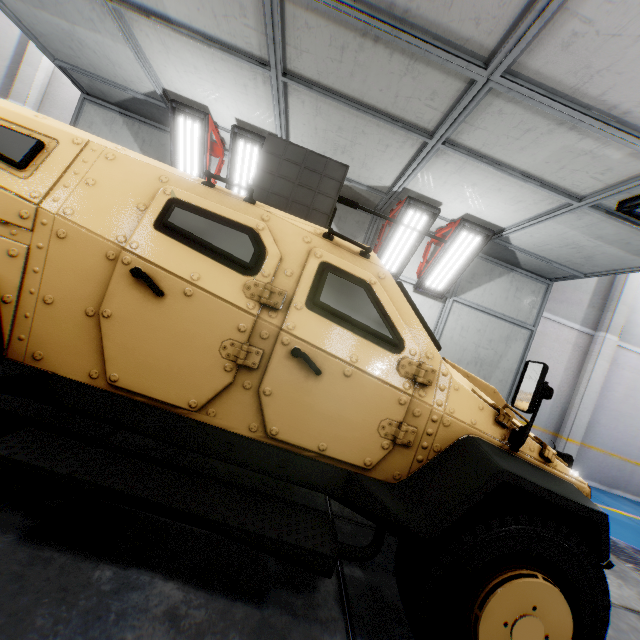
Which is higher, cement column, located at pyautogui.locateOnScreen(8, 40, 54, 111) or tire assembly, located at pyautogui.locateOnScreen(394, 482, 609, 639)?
cement column, located at pyautogui.locateOnScreen(8, 40, 54, 111)

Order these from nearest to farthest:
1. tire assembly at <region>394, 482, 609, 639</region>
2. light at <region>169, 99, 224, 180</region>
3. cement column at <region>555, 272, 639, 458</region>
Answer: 1. tire assembly at <region>394, 482, 609, 639</region>
2. light at <region>169, 99, 224, 180</region>
3. cement column at <region>555, 272, 639, 458</region>

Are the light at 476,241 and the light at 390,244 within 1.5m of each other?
yes

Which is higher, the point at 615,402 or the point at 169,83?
the point at 169,83

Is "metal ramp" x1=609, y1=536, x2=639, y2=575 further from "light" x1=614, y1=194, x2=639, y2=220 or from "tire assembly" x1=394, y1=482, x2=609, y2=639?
"light" x1=614, y1=194, x2=639, y2=220

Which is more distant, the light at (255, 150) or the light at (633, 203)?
the light at (255, 150)

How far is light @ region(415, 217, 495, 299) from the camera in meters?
5.4 m

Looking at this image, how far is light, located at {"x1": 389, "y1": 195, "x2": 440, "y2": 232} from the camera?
5.3 meters
